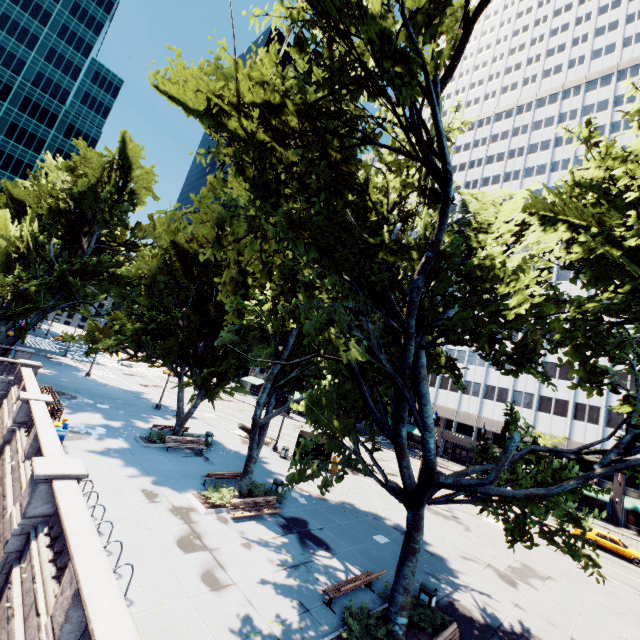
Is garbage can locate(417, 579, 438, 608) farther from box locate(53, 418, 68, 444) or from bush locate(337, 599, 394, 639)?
box locate(53, 418, 68, 444)

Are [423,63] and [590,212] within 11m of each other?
yes

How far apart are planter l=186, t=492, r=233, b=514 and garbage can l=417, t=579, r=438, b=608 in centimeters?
882cm

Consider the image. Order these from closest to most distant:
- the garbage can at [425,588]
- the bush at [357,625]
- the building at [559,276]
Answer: the bush at [357,625] → the garbage can at [425,588] → the building at [559,276]

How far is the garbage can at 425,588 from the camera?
12.13m

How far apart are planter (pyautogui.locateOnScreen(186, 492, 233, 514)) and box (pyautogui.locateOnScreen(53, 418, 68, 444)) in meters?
7.5

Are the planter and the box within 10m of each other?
yes

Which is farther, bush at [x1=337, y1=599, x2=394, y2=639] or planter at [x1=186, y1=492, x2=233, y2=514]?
planter at [x1=186, y1=492, x2=233, y2=514]
